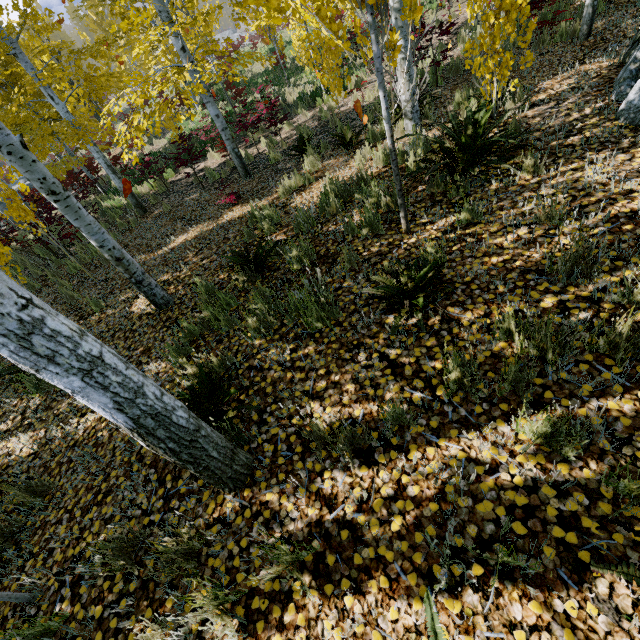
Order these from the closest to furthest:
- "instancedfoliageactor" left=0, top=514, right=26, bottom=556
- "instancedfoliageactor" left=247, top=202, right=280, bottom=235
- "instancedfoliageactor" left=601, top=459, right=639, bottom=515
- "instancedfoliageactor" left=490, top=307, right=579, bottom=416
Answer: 1. "instancedfoliageactor" left=601, top=459, right=639, bottom=515
2. "instancedfoliageactor" left=490, top=307, right=579, bottom=416
3. "instancedfoliageactor" left=0, top=514, right=26, bottom=556
4. "instancedfoliageactor" left=247, top=202, right=280, bottom=235

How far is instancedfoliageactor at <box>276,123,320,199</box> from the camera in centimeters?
609cm

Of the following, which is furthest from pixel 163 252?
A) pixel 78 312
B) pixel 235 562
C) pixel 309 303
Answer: pixel 235 562

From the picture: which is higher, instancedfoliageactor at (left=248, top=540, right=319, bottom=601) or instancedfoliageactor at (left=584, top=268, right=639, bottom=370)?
instancedfoliageactor at (left=248, top=540, right=319, bottom=601)

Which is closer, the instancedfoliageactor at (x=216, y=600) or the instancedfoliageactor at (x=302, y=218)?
the instancedfoliageactor at (x=216, y=600)

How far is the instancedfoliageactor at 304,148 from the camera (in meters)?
6.09
